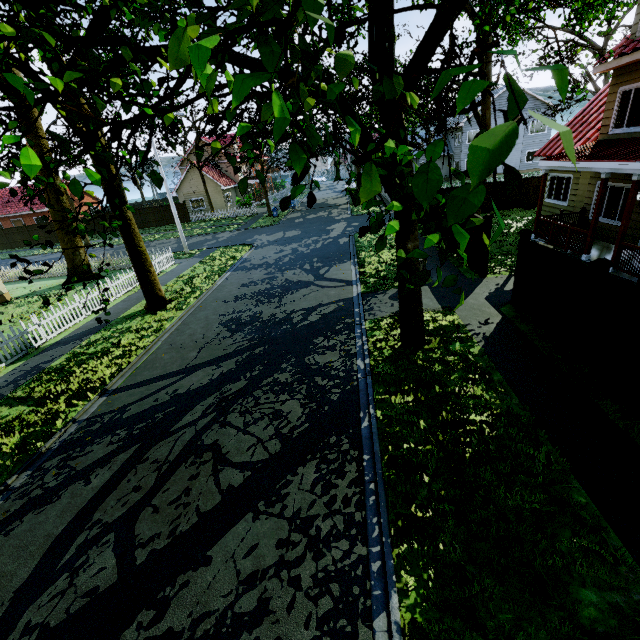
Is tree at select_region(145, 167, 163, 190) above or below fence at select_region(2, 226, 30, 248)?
above

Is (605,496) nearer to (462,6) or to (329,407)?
(329,407)

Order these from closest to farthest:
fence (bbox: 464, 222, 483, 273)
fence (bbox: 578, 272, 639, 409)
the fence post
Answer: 1. fence (bbox: 578, 272, 639, 409)
2. the fence post
3. fence (bbox: 464, 222, 483, 273)

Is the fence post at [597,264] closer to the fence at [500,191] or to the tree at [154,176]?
the fence at [500,191]

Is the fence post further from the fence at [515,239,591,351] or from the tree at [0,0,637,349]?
the tree at [0,0,637,349]

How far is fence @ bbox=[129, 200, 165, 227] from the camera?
38.31m

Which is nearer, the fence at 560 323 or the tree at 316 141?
the tree at 316 141
